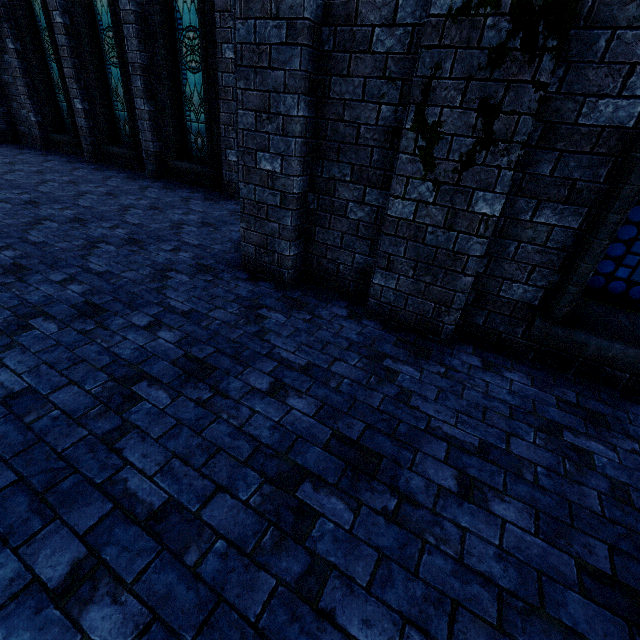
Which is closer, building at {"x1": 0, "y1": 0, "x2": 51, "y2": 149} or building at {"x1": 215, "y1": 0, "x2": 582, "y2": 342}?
building at {"x1": 215, "y1": 0, "x2": 582, "y2": 342}

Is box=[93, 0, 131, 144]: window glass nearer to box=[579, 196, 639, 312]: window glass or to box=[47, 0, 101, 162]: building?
box=[47, 0, 101, 162]: building

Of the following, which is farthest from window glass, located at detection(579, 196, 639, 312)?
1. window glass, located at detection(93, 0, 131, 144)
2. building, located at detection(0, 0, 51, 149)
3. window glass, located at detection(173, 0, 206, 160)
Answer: window glass, located at detection(93, 0, 131, 144)

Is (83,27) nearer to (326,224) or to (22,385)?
(326,224)

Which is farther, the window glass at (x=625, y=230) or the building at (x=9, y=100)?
the building at (x=9, y=100)

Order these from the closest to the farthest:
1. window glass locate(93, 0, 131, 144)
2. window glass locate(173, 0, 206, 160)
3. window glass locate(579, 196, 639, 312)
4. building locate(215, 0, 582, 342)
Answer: building locate(215, 0, 582, 342), window glass locate(579, 196, 639, 312), window glass locate(173, 0, 206, 160), window glass locate(93, 0, 131, 144)

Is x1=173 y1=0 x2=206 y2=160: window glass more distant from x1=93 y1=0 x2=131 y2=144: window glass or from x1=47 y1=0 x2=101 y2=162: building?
x1=93 y1=0 x2=131 y2=144: window glass

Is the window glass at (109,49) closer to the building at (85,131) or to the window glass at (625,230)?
the building at (85,131)
